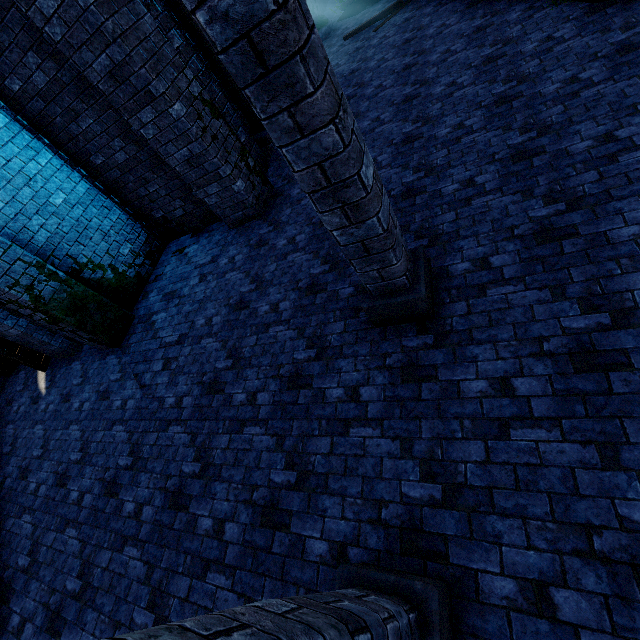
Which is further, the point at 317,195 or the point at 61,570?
the point at 61,570

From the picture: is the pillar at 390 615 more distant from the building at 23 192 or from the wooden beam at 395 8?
the wooden beam at 395 8

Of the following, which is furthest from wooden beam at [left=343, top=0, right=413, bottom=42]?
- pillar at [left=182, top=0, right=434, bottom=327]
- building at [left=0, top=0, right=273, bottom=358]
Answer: pillar at [left=182, top=0, right=434, bottom=327]

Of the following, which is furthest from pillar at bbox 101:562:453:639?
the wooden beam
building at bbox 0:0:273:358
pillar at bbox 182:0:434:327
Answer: the wooden beam

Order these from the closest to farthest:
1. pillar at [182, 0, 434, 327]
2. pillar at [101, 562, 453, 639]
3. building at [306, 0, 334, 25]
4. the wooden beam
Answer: pillar at [101, 562, 453, 639]
pillar at [182, 0, 434, 327]
the wooden beam
building at [306, 0, 334, 25]

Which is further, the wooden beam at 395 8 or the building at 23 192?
the wooden beam at 395 8

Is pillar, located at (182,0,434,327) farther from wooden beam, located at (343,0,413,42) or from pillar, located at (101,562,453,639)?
wooden beam, located at (343,0,413,42)
